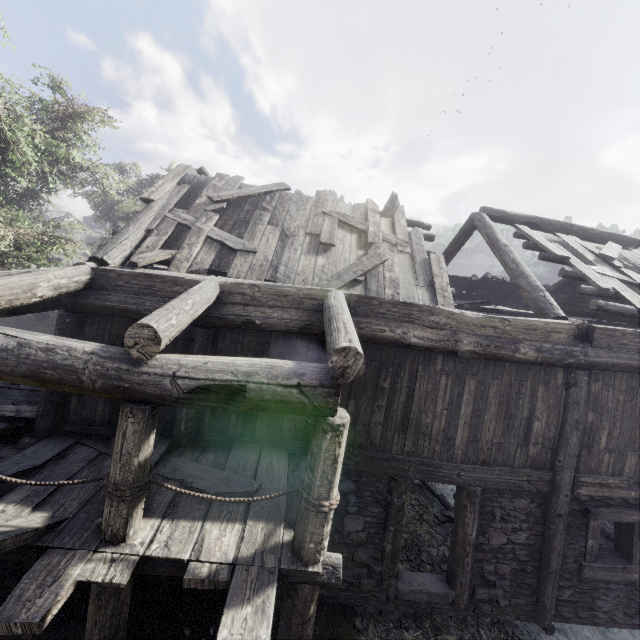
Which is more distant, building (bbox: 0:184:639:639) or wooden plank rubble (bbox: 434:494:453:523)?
wooden plank rubble (bbox: 434:494:453:523)

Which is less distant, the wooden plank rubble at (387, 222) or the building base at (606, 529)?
the wooden plank rubble at (387, 222)

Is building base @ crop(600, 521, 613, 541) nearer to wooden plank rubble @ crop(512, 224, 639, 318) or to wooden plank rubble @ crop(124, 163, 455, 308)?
wooden plank rubble @ crop(512, 224, 639, 318)

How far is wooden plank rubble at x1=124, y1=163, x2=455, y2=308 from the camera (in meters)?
6.91

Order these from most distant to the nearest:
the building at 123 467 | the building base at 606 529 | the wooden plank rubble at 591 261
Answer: the building base at 606 529
the wooden plank rubble at 591 261
the building at 123 467

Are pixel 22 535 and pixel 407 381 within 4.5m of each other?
no

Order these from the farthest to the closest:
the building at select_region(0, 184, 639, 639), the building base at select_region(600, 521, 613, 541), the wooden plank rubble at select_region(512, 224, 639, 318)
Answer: the building base at select_region(600, 521, 613, 541) → the wooden plank rubble at select_region(512, 224, 639, 318) → the building at select_region(0, 184, 639, 639)

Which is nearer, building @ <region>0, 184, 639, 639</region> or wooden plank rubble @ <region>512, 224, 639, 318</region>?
building @ <region>0, 184, 639, 639</region>
